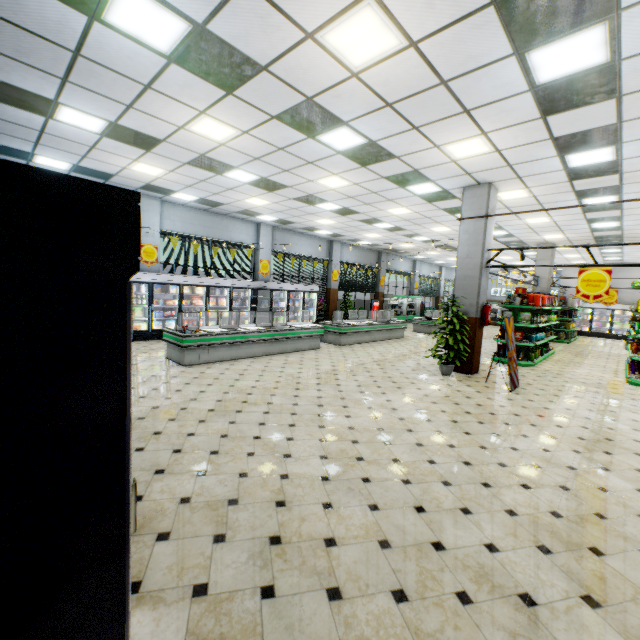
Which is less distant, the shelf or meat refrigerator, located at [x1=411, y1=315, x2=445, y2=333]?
the shelf

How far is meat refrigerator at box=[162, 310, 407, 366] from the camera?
7.98m

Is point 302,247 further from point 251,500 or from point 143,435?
point 251,500

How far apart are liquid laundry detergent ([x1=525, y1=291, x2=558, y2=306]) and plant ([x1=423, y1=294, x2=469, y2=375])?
4.7m

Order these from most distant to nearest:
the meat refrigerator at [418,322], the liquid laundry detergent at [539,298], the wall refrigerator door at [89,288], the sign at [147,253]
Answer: the meat refrigerator at [418,322]
the sign at [147,253]
the liquid laundry detergent at [539,298]
the wall refrigerator door at [89,288]

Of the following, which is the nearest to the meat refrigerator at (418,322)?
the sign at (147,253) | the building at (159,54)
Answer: the building at (159,54)

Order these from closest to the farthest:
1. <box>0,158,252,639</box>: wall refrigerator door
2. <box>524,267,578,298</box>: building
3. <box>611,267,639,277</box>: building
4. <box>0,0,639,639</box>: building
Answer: <box>0,158,252,639</box>: wall refrigerator door, <box>0,0,639,639</box>: building, <box>524,267,578,298</box>: building, <box>611,267,639,277</box>: building

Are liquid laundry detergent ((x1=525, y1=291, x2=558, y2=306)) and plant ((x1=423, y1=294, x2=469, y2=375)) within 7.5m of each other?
yes
